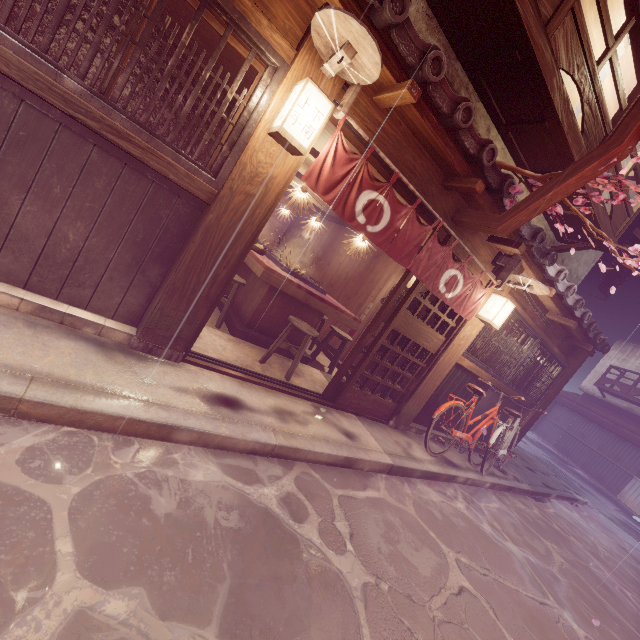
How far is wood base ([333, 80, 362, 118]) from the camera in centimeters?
477cm

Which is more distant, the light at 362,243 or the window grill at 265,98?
the light at 362,243

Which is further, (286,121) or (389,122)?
(389,122)

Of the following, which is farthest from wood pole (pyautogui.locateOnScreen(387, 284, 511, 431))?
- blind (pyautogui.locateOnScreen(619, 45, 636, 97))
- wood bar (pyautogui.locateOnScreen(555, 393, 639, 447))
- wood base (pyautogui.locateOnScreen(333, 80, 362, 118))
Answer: wood bar (pyautogui.locateOnScreen(555, 393, 639, 447))

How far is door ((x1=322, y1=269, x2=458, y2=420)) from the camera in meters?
7.8 m

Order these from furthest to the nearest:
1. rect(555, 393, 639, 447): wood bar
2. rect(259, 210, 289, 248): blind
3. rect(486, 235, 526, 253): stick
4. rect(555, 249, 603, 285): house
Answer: rect(555, 393, 639, 447): wood bar
rect(259, 210, 289, 248): blind
rect(555, 249, 603, 285): house
rect(486, 235, 526, 253): stick

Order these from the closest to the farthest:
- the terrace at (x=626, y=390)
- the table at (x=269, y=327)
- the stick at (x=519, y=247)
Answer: the stick at (x=519, y=247) < the table at (x=269, y=327) < the terrace at (x=626, y=390)

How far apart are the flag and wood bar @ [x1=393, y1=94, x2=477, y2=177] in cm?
89
